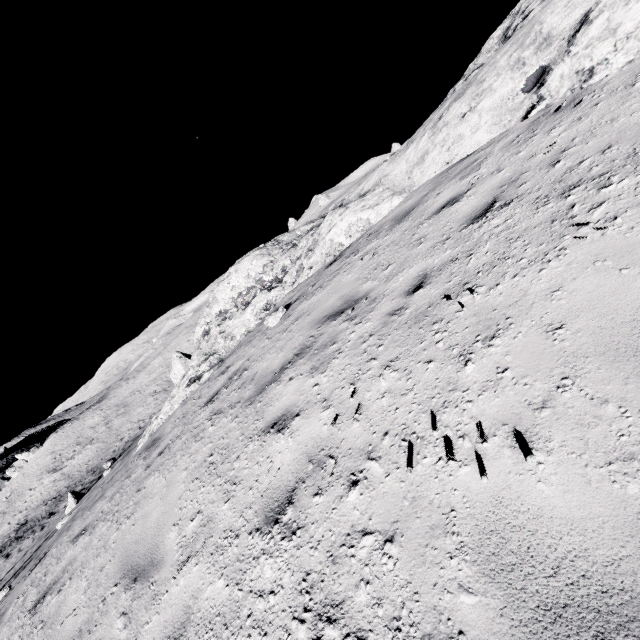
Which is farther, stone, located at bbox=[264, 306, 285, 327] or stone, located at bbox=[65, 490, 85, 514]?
stone, located at bbox=[65, 490, 85, 514]

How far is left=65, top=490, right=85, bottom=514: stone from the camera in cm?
2681

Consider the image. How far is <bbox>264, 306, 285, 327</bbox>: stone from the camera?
7.16m

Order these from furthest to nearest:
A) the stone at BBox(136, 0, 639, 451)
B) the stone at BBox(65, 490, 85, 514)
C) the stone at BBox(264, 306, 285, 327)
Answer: the stone at BBox(65, 490, 85, 514) → the stone at BBox(264, 306, 285, 327) → the stone at BBox(136, 0, 639, 451)

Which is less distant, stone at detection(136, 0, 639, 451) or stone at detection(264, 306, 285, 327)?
stone at detection(136, 0, 639, 451)

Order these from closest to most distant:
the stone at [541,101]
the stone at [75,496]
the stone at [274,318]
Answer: the stone at [541,101] < the stone at [274,318] < the stone at [75,496]

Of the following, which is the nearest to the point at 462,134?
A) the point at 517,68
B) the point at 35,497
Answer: the point at 517,68

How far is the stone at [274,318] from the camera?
7.2m
